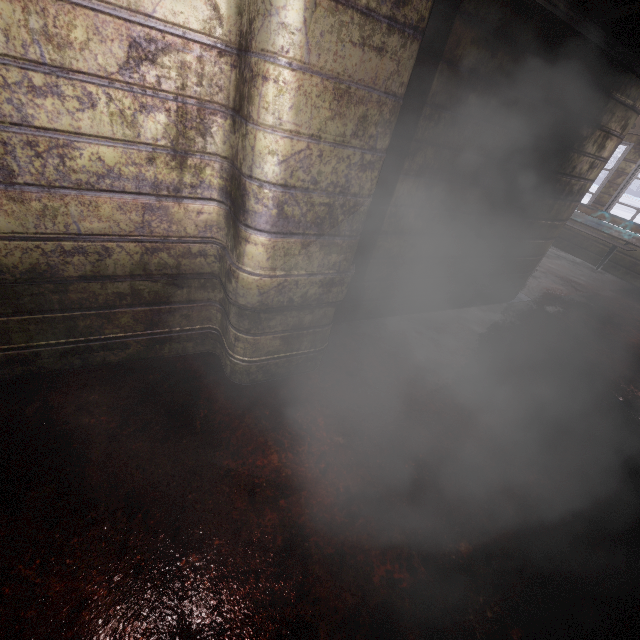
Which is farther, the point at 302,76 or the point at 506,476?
the point at 506,476

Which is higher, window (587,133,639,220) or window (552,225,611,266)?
window (587,133,639,220)

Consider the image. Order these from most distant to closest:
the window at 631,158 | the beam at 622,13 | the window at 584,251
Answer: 1. the window at 584,251
2. the window at 631,158
3. the beam at 622,13

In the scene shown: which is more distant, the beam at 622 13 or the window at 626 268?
the window at 626 268

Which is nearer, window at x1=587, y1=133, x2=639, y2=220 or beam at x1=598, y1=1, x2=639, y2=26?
beam at x1=598, y1=1, x2=639, y2=26

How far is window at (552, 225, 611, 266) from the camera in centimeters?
574cm

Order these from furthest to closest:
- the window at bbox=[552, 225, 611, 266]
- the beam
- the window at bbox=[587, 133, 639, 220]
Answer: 1. the window at bbox=[552, 225, 611, 266]
2. the window at bbox=[587, 133, 639, 220]
3. the beam
